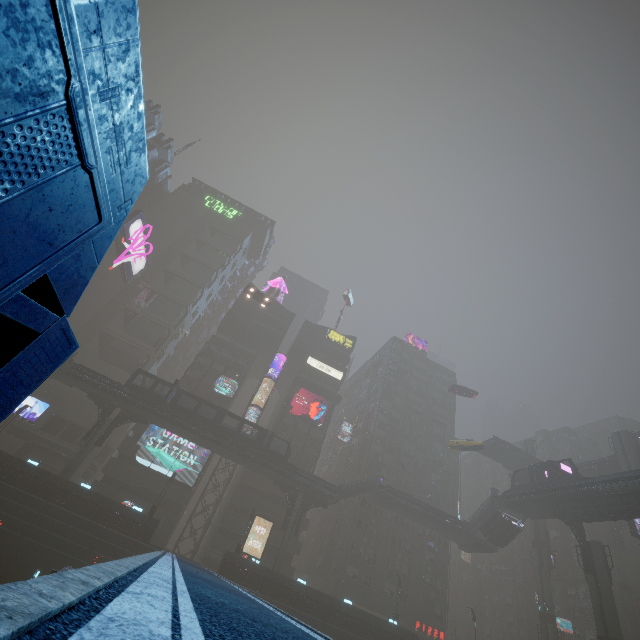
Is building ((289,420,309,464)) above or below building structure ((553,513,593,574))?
above

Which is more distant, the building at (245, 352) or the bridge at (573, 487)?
the building at (245, 352)

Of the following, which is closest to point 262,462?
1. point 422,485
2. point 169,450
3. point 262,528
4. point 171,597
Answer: point 262,528

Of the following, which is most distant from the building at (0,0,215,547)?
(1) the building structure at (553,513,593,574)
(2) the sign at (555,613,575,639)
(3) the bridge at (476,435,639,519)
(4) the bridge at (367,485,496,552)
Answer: (1) the building structure at (553,513,593,574)

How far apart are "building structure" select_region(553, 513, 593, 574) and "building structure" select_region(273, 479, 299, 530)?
29.78m

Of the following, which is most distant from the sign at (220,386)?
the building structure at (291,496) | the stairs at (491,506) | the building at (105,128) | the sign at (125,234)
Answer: the stairs at (491,506)

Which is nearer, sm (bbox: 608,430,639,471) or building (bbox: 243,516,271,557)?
building (bbox: 243,516,271,557)

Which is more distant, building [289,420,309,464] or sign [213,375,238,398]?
building [289,420,309,464]
